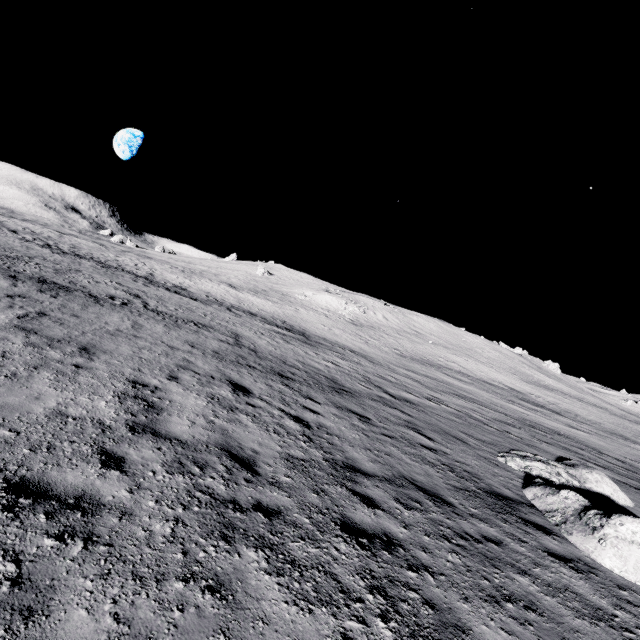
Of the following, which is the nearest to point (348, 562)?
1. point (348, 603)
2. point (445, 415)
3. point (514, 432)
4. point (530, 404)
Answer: point (348, 603)
